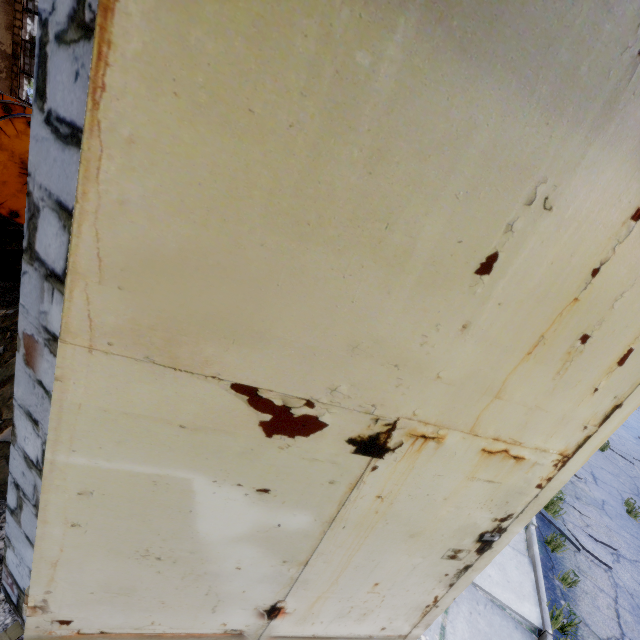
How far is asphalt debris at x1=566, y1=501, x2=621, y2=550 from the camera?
5.34m

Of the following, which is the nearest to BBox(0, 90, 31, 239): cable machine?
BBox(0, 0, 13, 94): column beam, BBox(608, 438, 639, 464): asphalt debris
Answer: BBox(0, 0, 13, 94): column beam

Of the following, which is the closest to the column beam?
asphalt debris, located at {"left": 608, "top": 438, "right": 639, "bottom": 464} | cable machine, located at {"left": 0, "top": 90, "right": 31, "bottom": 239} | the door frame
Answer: cable machine, located at {"left": 0, "top": 90, "right": 31, "bottom": 239}

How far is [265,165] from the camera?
1.0m

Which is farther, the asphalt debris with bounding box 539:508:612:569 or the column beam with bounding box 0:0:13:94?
the column beam with bounding box 0:0:13:94

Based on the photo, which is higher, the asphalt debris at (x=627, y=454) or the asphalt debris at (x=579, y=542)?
the asphalt debris at (x=627, y=454)

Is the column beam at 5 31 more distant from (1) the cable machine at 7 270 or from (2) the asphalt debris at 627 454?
(2) the asphalt debris at 627 454

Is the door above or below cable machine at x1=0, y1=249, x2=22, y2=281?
above
